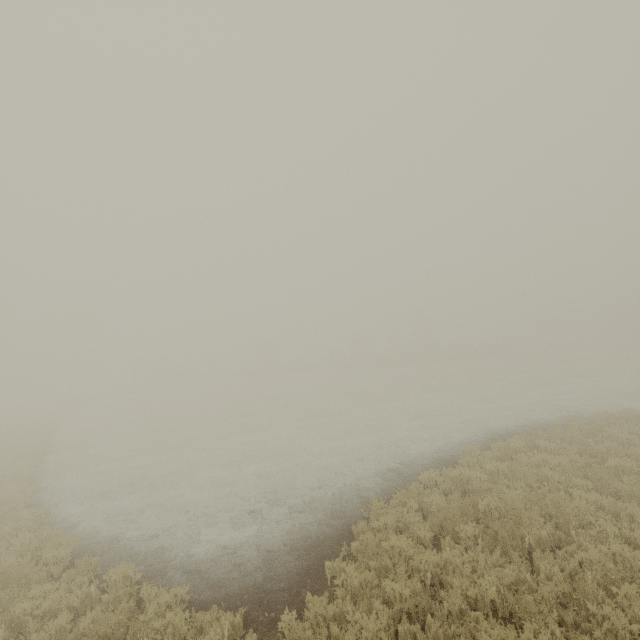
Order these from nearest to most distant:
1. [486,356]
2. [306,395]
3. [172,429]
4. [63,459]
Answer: [63,459]
[172,429]
[306,395]
[486,356]
